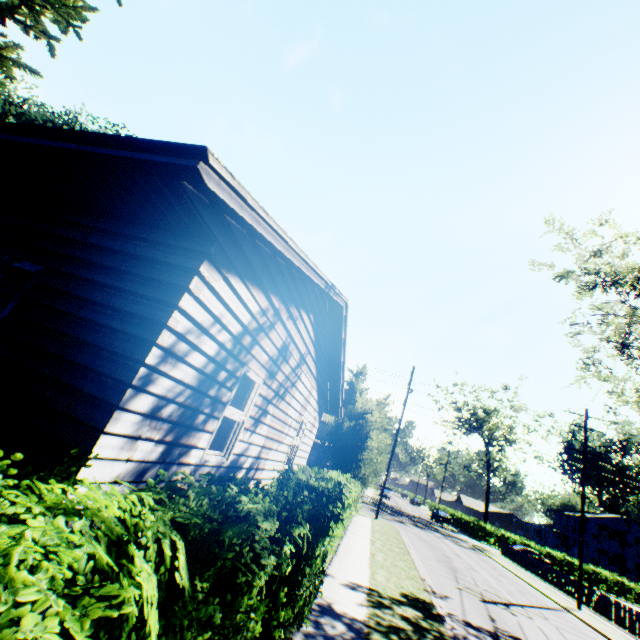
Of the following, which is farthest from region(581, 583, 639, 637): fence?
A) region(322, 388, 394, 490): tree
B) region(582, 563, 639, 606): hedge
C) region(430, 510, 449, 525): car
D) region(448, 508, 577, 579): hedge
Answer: region(322, 388, 394, 490): tree

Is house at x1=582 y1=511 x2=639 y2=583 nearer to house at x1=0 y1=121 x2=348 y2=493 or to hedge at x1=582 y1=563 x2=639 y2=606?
hedge at x1=582 y1=563 x2=639 y2=606

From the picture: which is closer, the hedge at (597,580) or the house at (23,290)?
the house at (23,290)

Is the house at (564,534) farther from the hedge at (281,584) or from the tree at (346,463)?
the tree at (346,463)

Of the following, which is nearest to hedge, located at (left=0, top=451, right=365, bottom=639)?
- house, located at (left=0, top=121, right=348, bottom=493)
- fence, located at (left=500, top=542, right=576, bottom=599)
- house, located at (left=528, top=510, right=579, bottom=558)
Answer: house, located at (left=0, top=121, right=348, bottom=493)

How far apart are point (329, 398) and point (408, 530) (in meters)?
18.54

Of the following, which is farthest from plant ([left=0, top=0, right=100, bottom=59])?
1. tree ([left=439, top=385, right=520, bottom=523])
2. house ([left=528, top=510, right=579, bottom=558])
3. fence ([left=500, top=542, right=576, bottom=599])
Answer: tree ([left=439, top=385, right=520, bottom=523])

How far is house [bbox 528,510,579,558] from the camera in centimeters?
5214cm
